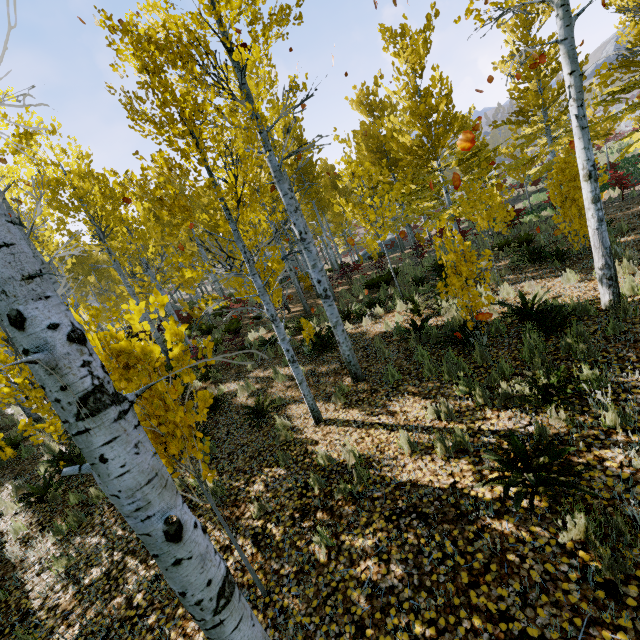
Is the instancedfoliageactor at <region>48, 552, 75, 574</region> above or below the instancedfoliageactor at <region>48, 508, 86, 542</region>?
below

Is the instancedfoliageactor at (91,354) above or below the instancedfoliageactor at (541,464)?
above

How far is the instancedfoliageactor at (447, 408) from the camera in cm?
461

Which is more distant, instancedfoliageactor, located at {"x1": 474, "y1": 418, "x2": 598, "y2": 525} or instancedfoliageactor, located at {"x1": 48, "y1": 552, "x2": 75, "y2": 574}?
instancedfoliageactor, located at {"x1": 48, "y1": 552, "x2": 75, "y2": 574}

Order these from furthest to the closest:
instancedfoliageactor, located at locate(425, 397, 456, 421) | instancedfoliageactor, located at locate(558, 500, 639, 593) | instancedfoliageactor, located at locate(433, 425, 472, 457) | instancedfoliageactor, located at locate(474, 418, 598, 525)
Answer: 1. instancedfoliageactor, located at locate(425, 397, 456, 421)
2. instancedfoliageactor, located at locate(433, 425, 472, 457)
3. instancedfoliageactor, located at locate(474, 418, 598, 525)
4. instancedfoliageactor, located at locate(558, 500, 639, 593)

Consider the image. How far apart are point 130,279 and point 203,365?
18.00m
